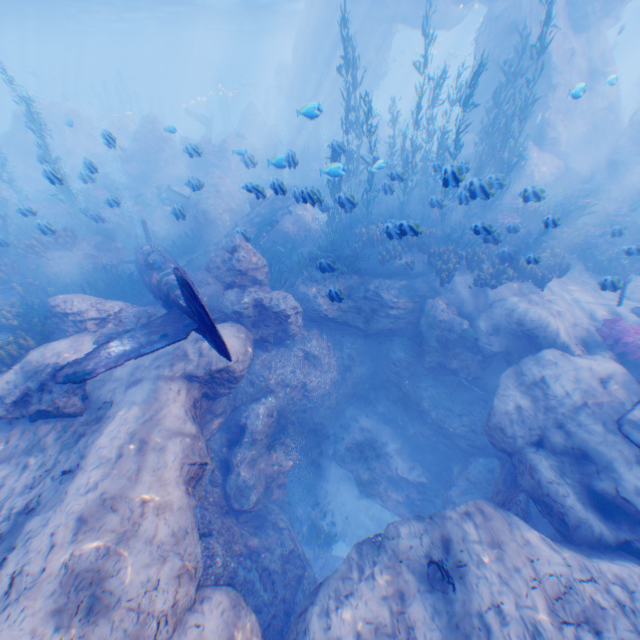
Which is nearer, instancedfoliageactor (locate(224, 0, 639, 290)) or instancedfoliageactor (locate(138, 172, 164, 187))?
instancedfoliageactor (locate(224, 0, 639, 290))

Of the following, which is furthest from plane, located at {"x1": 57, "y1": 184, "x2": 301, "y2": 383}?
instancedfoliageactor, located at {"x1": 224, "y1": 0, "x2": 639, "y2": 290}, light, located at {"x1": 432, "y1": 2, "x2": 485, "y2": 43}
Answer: light, located at {"x1": 432, "y1": 2, "x2": 485, "y2": 43}

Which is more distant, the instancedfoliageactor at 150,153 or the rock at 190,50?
the rock at 190,50

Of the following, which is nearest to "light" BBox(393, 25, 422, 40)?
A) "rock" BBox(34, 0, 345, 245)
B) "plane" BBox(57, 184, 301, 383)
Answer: "rock" BBox(34, 0, 345, 245)

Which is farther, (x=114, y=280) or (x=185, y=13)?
(x=185, y=13)

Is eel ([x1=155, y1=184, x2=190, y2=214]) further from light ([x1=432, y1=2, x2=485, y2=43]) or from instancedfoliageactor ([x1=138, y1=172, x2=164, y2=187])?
light ([x1=432, y1=2, x2=485, y2=43])

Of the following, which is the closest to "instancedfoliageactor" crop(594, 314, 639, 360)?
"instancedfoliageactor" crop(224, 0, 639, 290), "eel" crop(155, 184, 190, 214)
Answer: "instancedfoliageactor" crop(224, 0, 639, 290)
